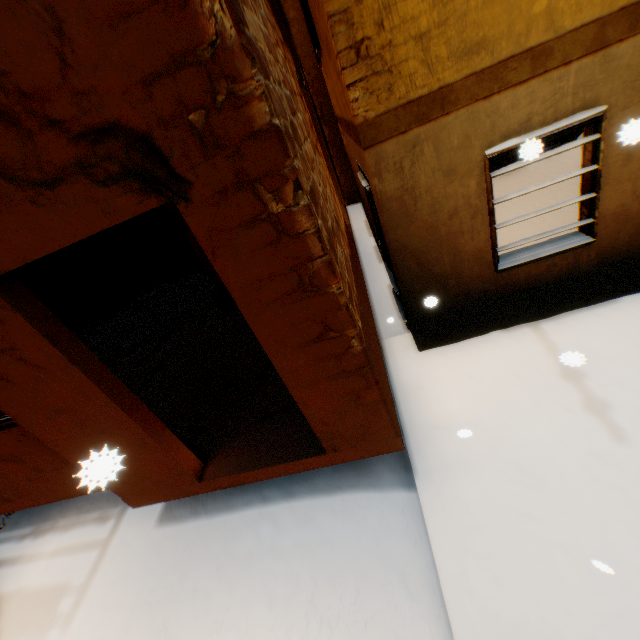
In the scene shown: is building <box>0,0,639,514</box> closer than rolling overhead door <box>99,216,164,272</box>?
Yes

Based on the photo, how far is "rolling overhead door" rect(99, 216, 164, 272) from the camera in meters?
13.0 m

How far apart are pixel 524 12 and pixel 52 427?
5.5m

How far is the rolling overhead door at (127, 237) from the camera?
13.02m

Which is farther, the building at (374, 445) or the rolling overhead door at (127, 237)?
the rolling overhead door at (127, 237)
